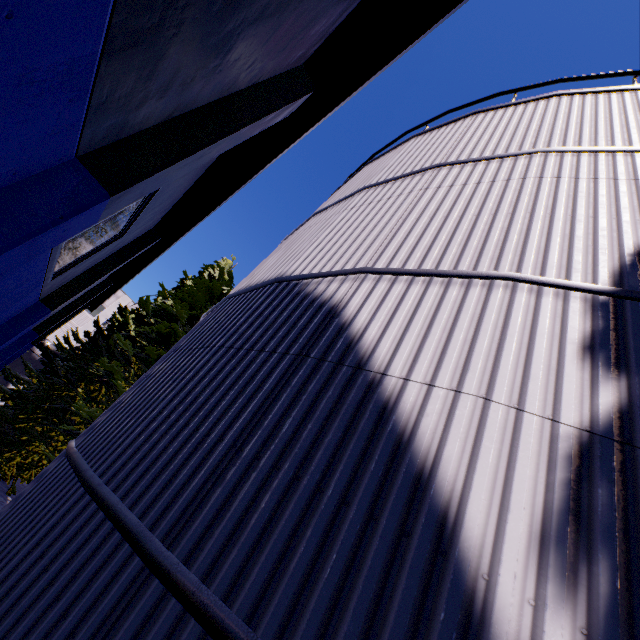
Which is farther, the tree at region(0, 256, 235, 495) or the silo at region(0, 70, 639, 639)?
the tree at region(0, 256, 235, 495)

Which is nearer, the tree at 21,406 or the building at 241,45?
the building at 241,45

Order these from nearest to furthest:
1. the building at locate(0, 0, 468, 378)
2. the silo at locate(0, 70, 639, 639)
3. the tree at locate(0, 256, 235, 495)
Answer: the silo at locate(0, 70, 639, 639) → the building at locate(0, 0, 468, 378) → the tree at locate(0, 256, 235, 495)

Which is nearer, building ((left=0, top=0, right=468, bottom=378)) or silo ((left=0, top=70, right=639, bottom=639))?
silo ((left=0, top=70, right=639, bottom=639))

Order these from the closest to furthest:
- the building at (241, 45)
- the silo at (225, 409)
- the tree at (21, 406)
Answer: the silo at (225, 409), the building at (241, 45), the tree at (21, 406)

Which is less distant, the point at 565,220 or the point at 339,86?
the point at 565,220

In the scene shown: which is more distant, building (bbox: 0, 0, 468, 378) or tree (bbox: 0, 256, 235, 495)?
tree (bbox: 0, 256, 235, 495)
